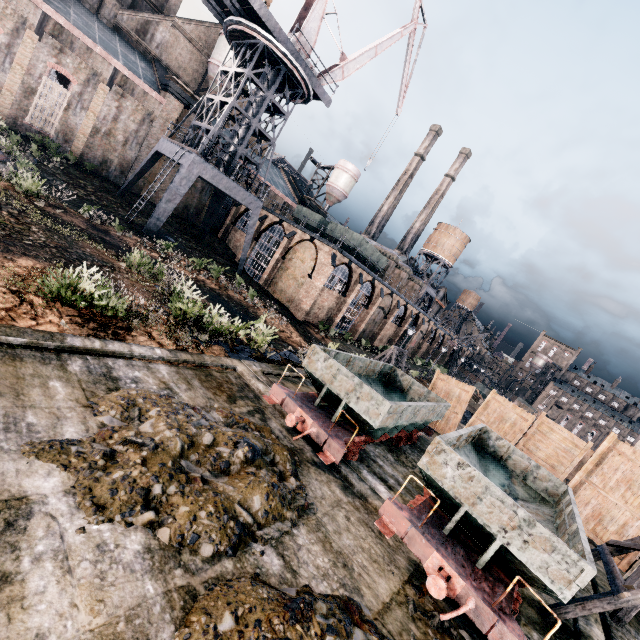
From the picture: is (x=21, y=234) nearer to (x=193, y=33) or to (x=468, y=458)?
(x=468, y=458)

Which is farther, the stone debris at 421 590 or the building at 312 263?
the building at 312 263

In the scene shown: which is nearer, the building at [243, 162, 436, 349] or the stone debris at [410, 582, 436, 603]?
the stone debris at [410, 582, 436, 603]

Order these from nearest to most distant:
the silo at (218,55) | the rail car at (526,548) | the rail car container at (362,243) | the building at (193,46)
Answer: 1. the rail car at (526,548)
2. the building at (193,46)
3. the rail car container at (362,243)
4. the silo at (218,55)

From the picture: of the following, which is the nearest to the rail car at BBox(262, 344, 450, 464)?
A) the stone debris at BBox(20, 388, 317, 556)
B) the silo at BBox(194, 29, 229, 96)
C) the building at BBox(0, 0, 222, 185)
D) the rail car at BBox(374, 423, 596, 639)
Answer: the stone debris at BBox(20, 388, 317, 556)

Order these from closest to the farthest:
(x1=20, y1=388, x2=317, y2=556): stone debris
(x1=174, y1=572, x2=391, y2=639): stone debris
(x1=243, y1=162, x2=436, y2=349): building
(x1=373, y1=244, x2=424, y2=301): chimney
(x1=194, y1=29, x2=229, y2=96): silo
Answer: (x1=174, y1=572, x2=391, y2=639): stone debris, (x1=20, y1=388, x2=317, y2=556): stone debris, (x1=243, y1=162, x2=436, y2=349): building, (x1=194, y1=29, x2=229, y2=96): silo, (x1=373, y1=244, x2=424, y2=301): chimney

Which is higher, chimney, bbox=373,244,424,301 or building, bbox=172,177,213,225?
chimney, bbox=373,244,424,301

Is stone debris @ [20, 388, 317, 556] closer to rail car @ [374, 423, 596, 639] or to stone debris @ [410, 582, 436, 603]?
stone debris @ [410, 582, 436, 603]
